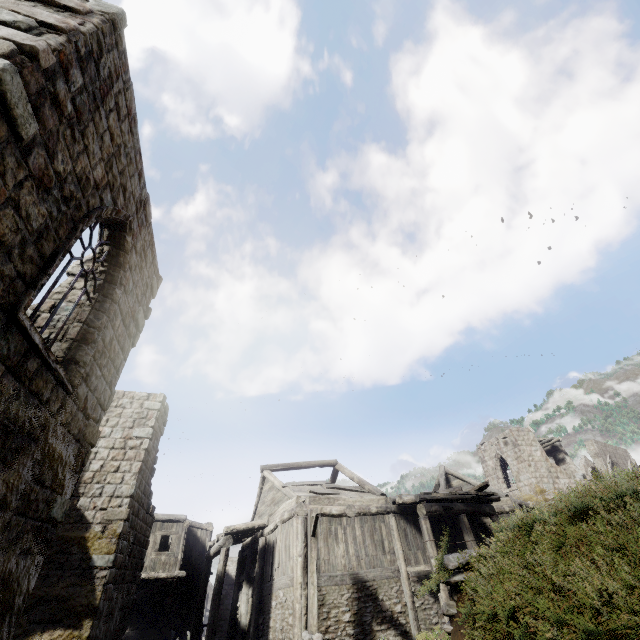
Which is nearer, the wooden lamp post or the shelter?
the shelter

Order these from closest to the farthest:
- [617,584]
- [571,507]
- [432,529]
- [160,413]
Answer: [617,584], [571,507], [160,413], [432,529]

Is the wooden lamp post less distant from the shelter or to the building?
the shelter

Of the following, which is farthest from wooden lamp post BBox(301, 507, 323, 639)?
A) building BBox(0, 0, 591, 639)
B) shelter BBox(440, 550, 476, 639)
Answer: building BBox(0, 0, 591, 639)

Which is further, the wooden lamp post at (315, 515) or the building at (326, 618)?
the wooden lamp post at (315, 515)

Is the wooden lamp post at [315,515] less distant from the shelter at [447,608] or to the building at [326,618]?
the shelter at [447,608]

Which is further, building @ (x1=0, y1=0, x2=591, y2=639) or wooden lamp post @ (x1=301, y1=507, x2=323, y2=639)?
wooden lamp post @ (x1=301, y1=507, x2=323, y2=639)
